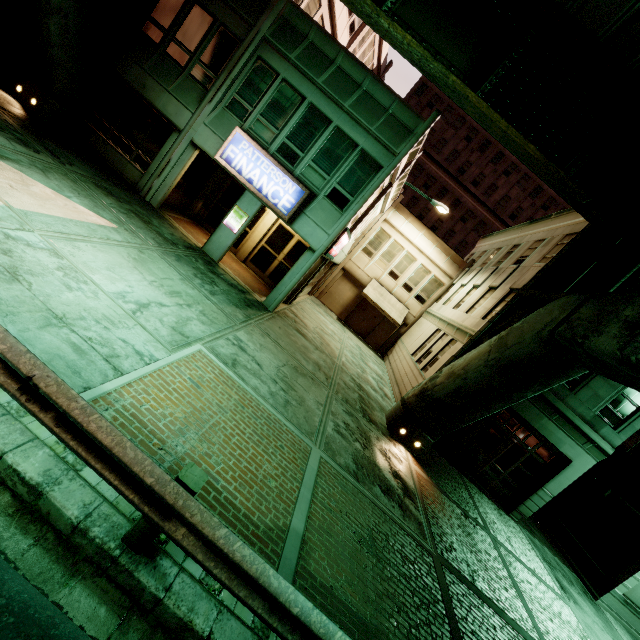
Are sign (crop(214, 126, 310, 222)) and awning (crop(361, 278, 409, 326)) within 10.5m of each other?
no

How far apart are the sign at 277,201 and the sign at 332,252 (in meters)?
1.75

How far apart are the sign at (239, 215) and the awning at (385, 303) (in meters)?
11.68

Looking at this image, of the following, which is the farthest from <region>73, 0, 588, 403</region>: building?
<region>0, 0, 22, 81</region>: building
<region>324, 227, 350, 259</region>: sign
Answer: <region>0, 0, 22, 81</region>: building

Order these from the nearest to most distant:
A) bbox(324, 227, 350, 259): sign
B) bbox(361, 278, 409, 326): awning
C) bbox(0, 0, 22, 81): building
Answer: bbox(0, 0, 22, 81): building, bbox(324, 227, 350, 259): sign, bbox(361, 278, 409, 326): awning

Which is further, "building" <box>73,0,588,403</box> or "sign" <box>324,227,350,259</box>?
"sign" <box>324,227,350,259</box>

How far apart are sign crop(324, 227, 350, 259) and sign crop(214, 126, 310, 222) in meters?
1.8 m

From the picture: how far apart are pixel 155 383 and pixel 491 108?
10.6m
